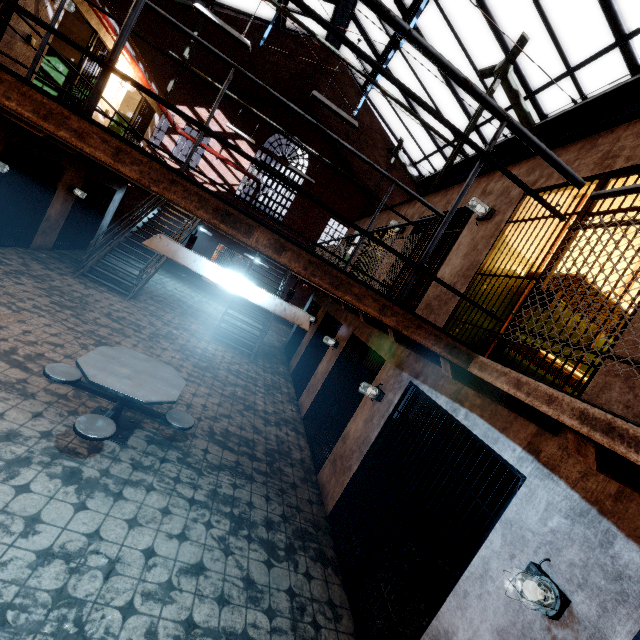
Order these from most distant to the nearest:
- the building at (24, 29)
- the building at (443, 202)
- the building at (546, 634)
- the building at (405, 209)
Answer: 1. the building at (405, 209)
2. the building at (443, 202)
3. the building at (24, 29)
4. the building at (546, 634)

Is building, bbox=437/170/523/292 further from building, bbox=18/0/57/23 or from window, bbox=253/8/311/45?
building, bbox=18/0/57/23

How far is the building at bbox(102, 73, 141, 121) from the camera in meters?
8.3

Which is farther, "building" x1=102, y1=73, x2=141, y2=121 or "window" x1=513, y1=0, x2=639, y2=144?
"building" x1=102, y1=73, x2=141, y2=121

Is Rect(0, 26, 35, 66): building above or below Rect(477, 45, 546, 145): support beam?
below

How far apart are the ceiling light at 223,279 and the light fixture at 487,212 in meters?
3.7

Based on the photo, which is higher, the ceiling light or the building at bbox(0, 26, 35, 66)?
the building at bbox(0, 26, 35, 66)

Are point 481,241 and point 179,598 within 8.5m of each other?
yes
